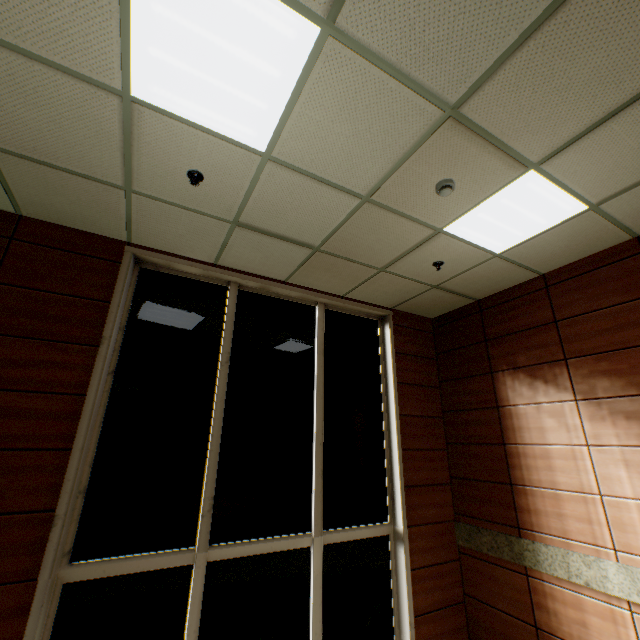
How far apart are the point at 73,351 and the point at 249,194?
2.4 meters

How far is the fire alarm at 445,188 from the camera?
2.8 meters

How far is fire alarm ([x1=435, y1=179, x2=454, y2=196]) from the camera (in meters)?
2.82
